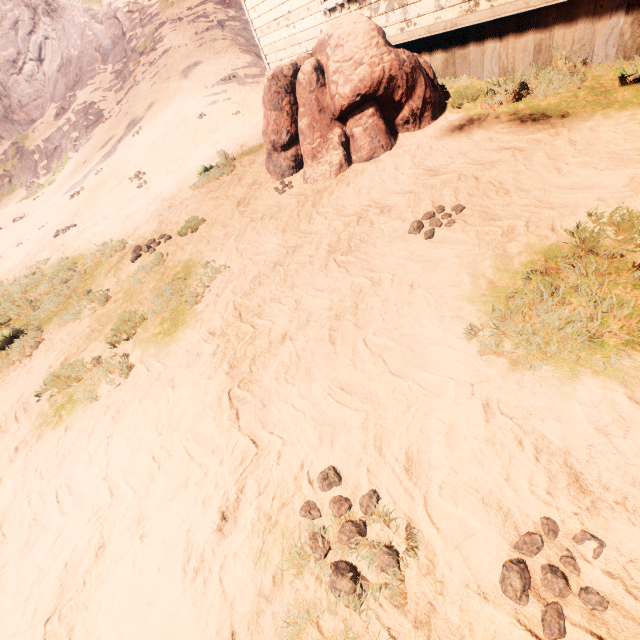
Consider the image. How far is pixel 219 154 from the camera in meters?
8.5 m

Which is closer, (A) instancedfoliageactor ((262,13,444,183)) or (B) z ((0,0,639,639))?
(B) z ((0,0,639,639))

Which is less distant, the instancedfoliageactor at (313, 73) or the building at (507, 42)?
the building at (507, 42)

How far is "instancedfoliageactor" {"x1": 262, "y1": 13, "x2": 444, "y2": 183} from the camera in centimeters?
515cm

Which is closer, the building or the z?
the z

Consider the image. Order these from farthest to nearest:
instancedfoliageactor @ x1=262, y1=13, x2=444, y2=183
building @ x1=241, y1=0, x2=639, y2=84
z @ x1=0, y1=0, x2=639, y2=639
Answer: instancedfoliageactor @ x1=262, y1=13, x2=444, y2=183, building @ x1=241, y1=0, x2=639, y2=84, z @ x1=0, y1=0, x2=639, y2=639

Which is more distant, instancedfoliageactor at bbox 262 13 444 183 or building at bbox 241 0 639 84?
instancedfoliageactor at bbox 262 13 444 183

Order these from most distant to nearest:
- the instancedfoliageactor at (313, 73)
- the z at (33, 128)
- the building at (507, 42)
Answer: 1. the instancedfoliageactor at (313, 73)
2. the building at (507, 42)
3. the z at (33, 128)
